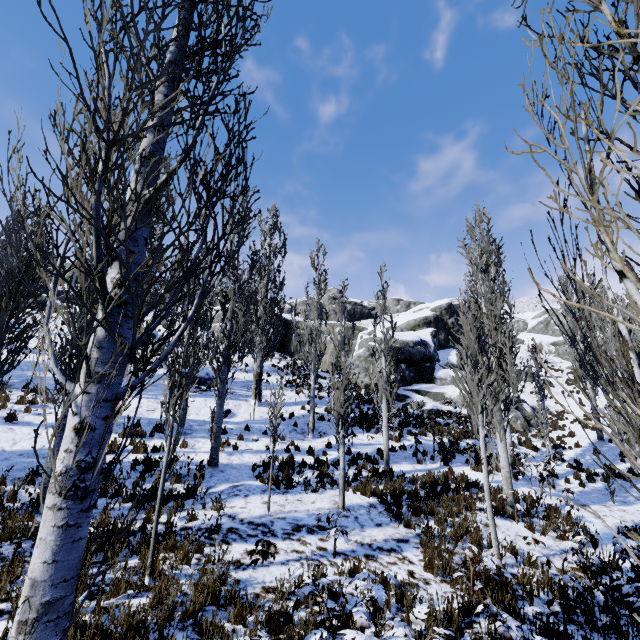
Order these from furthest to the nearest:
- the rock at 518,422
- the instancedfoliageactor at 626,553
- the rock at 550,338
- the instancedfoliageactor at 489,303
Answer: the rock at 550,338
the rock at 518,422
the instancedfoliageactor at 489,303
the instancedfoliageactor at 626,553

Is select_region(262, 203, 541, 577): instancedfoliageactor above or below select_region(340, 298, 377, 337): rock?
below

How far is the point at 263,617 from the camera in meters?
4.8 m

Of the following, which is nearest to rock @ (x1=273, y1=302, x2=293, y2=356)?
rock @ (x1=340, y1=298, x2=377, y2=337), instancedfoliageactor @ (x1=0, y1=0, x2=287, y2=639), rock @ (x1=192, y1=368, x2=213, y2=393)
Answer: instancedfoliageactor @ (x1=0, y1=0, x2=287, y2=639)

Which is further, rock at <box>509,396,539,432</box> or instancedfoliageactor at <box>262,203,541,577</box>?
rock at <box>509,396,539,432</box>

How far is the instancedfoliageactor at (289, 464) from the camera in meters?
11.1

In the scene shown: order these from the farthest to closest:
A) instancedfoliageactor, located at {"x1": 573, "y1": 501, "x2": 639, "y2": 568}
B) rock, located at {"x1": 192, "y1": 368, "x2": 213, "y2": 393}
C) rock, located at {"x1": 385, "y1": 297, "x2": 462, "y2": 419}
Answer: rock, located at {"x1": 385, "y1": 297, "x2": 462, "y2": 419} → rock, located at {"x1": 192, "y1": 368, "x2": 213, "y2": 393} → instancedfoliageactor, located at {"x1": 573, "y1": 501, "x2": 639, "y2": 568}
